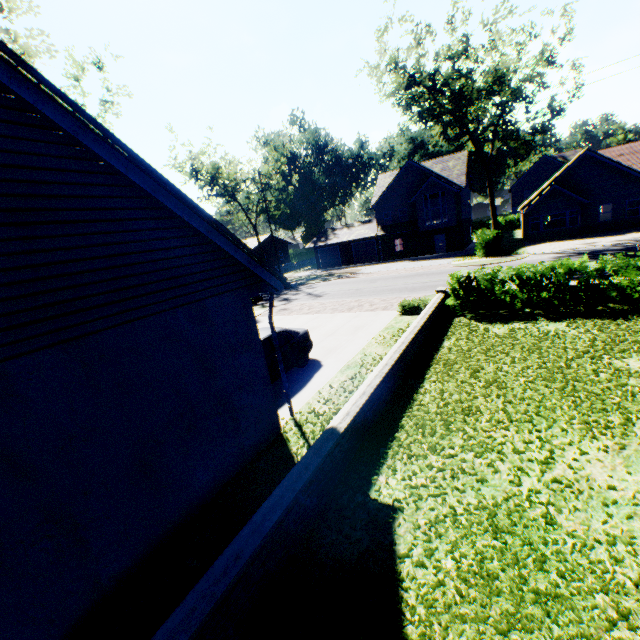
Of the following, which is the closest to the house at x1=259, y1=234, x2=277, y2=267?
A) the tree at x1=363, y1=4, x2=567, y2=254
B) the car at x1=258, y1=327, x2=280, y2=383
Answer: the tree at x1=363, y1=4, x2=567, y2=254

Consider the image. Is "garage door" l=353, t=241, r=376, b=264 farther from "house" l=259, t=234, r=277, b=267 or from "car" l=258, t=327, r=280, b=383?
"car" l=258, t=327, r=280, b=383

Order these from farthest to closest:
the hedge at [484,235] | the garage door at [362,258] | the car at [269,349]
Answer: the garage door at [362,258] → the hedge at [484,235] → the car at [269,349]

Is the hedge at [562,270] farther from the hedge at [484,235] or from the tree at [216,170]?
the tree at [216,170]

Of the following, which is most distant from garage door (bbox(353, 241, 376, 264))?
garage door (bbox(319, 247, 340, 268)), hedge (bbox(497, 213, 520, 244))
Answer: hedge (bbox(497, 213, 520, 244))

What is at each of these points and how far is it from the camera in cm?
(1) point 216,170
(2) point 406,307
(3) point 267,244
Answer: (1) tree, 3797
(2) hedge, 1527
(3) house, 5641

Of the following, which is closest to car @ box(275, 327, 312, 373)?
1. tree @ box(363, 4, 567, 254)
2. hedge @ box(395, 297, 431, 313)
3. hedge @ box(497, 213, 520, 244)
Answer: hedge @ box(395, 297, 431, 313)

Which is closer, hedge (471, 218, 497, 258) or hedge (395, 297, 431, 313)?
hedge (395, 297, 431, 313)
